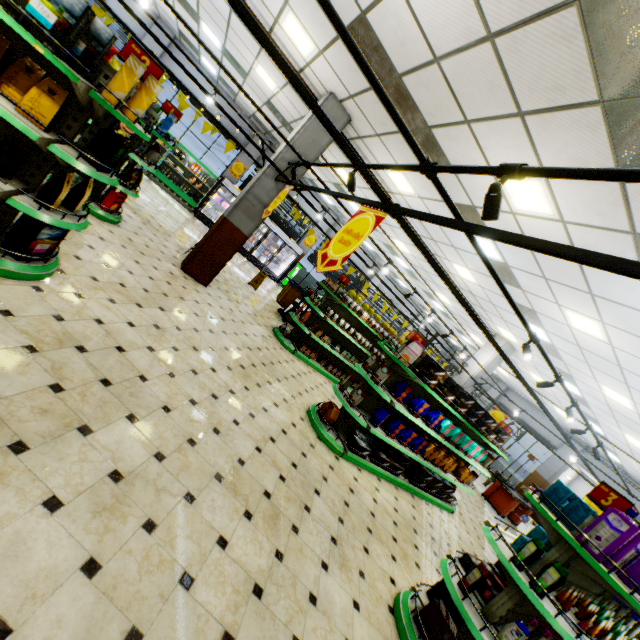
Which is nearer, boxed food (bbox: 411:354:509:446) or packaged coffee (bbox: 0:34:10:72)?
packaged coffee (bbox: 0:34:10:72)

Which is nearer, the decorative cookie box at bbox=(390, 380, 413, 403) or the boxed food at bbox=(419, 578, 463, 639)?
the boxed food at bbox=(419, 578, 463, 639)

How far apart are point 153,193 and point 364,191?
7.8m

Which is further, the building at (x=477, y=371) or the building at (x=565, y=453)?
the building at (x=565, y=453)

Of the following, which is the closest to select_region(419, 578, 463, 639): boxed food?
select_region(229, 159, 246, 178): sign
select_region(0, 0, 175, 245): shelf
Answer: select_region(0, 0, 175, 245): shelf

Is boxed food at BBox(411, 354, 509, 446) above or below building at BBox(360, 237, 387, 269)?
below

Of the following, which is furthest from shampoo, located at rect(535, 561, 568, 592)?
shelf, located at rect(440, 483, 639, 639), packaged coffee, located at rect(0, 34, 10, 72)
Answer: packaged coffee, located at rect(0, 34, 10, 72)

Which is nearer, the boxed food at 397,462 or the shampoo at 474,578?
the shampoo at 474,578
